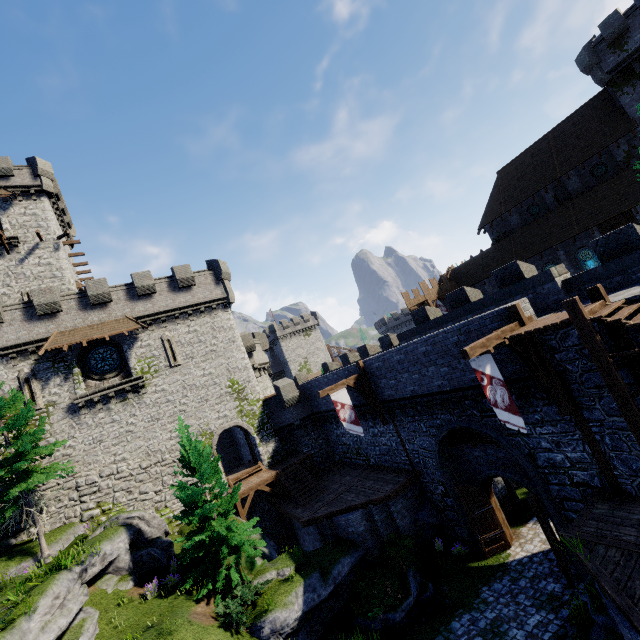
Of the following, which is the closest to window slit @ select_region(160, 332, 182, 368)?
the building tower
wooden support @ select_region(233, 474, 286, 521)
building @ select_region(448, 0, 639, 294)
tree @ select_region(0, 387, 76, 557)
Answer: the building tower

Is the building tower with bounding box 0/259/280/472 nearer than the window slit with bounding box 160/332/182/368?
Yes

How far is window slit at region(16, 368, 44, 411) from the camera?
20.2m

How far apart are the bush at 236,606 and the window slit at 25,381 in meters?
16.3

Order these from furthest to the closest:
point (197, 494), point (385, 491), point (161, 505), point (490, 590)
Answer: point (161, 505), point (385, 491), point (197, 494), point (490, 590)

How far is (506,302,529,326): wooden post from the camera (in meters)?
10.97

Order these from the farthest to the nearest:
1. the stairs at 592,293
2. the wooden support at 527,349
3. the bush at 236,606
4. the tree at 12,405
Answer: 1. the tree at 12,405
2. the bush at 236,606
3. the wooden support at 527,349
4. the stairs at 592,293

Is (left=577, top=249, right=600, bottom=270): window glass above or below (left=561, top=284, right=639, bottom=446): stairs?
above
